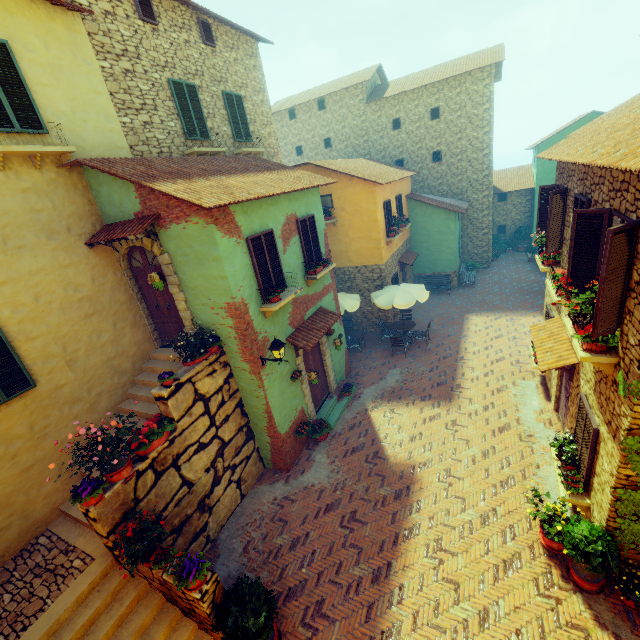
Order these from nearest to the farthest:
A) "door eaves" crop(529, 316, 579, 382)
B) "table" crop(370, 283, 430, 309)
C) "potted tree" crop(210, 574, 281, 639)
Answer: "potted tree" crop(210, 574, 281, 639), "door eaves" crop(529, 316, 579, 382), "table" crop(370, 283, 430, 309)

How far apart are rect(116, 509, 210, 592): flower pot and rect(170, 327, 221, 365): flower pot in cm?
361

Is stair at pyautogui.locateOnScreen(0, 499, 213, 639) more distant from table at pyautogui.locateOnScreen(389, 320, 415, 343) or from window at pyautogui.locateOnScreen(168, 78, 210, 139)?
table at pyautogui.locateOnScreen(389, 320, 415, 343)

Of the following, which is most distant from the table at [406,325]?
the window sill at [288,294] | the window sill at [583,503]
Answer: the window sill at [583,503]

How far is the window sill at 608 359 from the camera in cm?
521

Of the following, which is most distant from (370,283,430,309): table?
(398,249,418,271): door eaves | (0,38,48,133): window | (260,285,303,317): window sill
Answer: (0,38,48,133): window

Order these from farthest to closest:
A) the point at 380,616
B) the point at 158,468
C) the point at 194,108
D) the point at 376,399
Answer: the point at 376,399 → the point at 194,108 → the point at 158,468 → the point at 380,616

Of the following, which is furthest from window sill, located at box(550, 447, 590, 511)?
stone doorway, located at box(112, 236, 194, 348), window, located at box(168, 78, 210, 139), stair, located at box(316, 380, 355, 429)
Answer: window, located at box(168, 78, 210, 139)
